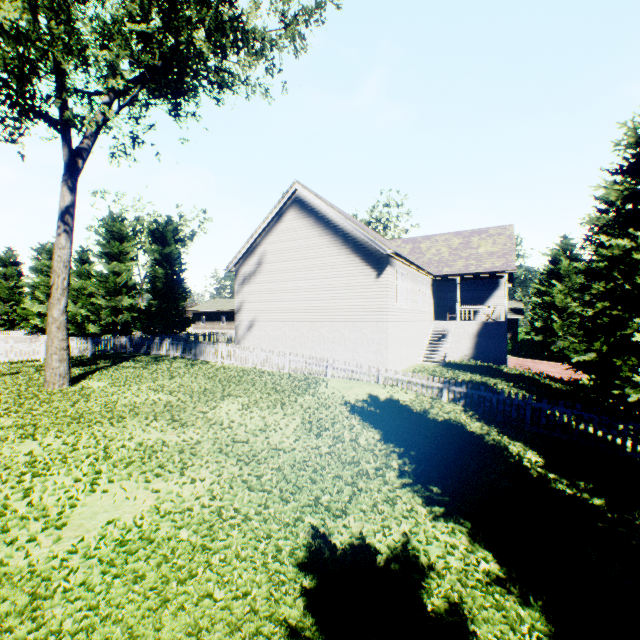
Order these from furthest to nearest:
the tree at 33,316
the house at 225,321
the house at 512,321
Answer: the house at 225,321 < the house at 512,321 < the tree at 33,316

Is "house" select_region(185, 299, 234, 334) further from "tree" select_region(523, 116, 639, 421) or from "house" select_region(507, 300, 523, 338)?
"house" select_region(507, 300, 523, 338)

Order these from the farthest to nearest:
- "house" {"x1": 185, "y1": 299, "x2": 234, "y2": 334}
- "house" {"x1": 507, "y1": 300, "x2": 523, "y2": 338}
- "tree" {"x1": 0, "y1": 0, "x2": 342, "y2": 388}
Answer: "house" {"x1": 185, "y1": 299, "x2": 234, "y2": 334}, "house" {"x1": 507, "y1": 300, "x2": 523, "y2": 338}, "tree" {"x1": 0, "y1": 0, "x2": 342, "y2": 388}

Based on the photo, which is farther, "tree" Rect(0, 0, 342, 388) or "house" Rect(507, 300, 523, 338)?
"house" Rect(507, 300, 523, 338)

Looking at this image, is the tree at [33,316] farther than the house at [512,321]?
No

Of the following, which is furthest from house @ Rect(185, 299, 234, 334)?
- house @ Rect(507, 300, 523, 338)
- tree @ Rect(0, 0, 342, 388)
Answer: house @ Rect(507, 300, 523, 338)

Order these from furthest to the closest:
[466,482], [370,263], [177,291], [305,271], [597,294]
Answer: [177,291], [305,271], [370,263], [597,294], [466,482]

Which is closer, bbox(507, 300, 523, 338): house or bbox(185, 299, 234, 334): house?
bbox(507, 300, 523, 338): house
